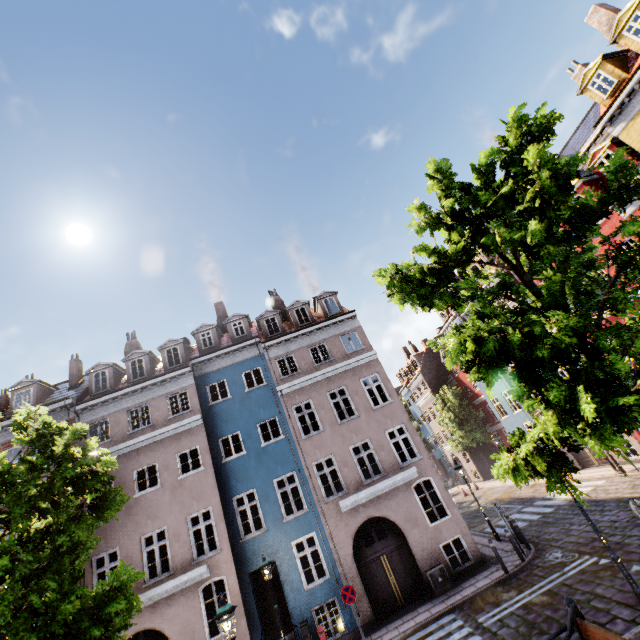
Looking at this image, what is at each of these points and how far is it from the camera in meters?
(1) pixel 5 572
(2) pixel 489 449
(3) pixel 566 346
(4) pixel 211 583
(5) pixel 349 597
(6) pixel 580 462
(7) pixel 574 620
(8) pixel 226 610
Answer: (1) tree, 7.1 m
(2) building, 35.7 m
(3) tree, 5.4 m
(4) building, 13.2 m
(5) sign, 11.7 m
(6) building, 21.7 m
(7) bench, 5.3 m
(8) street light, 6.8 m

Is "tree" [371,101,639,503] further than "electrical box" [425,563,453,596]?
No

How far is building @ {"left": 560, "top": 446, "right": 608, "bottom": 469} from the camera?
20.4m

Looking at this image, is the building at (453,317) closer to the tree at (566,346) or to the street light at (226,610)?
the street light at (226,610)

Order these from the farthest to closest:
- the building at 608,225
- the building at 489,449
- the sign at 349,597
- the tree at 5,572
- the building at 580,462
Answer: the building at 489,449
the building at 580,462
the building at 608,225
the sign at 349,597
the tree at 5,572

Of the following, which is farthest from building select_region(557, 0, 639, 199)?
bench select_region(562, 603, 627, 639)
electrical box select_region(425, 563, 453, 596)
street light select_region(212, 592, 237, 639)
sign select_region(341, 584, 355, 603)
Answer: bench select_region(562, 603, 627, 639)

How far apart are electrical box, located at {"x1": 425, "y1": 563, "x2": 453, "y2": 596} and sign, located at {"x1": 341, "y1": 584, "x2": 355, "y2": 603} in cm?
342

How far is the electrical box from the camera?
12.91m
